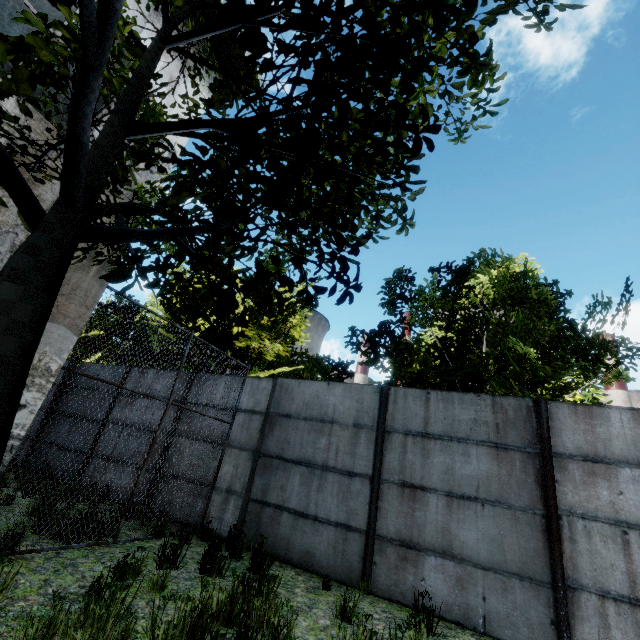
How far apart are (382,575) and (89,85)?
7.4 meters
